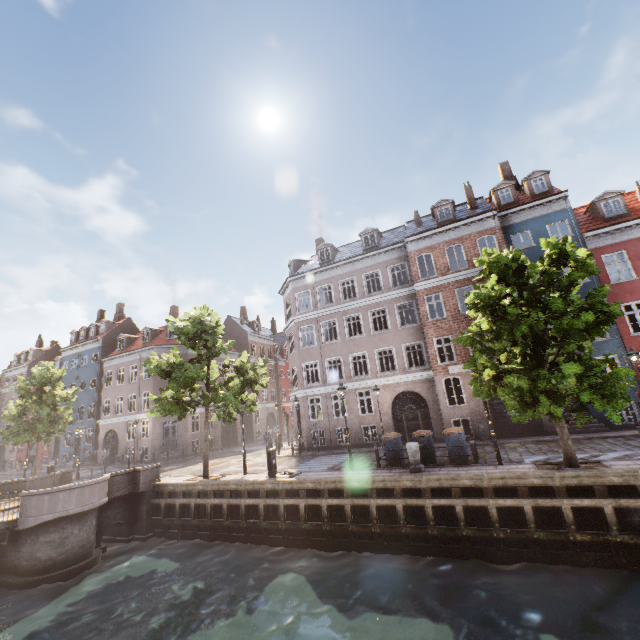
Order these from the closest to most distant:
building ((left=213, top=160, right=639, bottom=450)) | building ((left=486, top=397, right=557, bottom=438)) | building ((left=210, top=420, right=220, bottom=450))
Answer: building ((left=486, top=397, right=557, bottom=438)) < building ((left=213, top=160, right=639, bottom=450)) < building ((left=210, top=420, right=220, bottom=450))

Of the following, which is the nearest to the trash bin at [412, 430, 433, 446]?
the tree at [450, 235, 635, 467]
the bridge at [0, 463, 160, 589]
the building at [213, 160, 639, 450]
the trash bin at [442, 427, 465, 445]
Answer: the trash bin at [442, 427, 465, 445]

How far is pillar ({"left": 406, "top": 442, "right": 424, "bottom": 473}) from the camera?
12.45m

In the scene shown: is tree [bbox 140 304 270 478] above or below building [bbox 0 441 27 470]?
above

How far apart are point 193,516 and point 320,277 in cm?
1812

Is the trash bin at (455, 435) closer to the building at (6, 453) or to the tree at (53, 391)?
the tree at (53, 391)

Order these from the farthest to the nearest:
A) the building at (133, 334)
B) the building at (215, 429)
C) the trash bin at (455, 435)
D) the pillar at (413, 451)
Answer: the building at (215, 429) → the building at (133, 334) → the trash bin at (455, 435) → the pillar at (413, 451)

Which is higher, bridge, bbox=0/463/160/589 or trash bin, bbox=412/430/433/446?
trash bin, bbox=412/430/433/446
